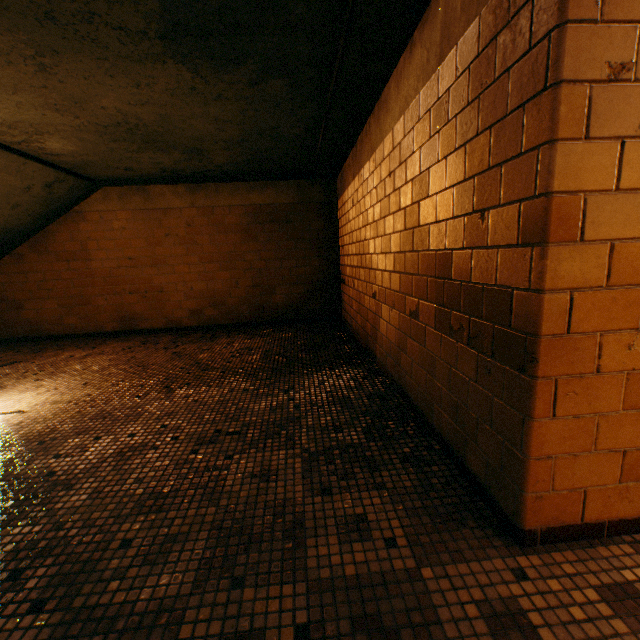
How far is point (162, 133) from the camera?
3.2 meters
